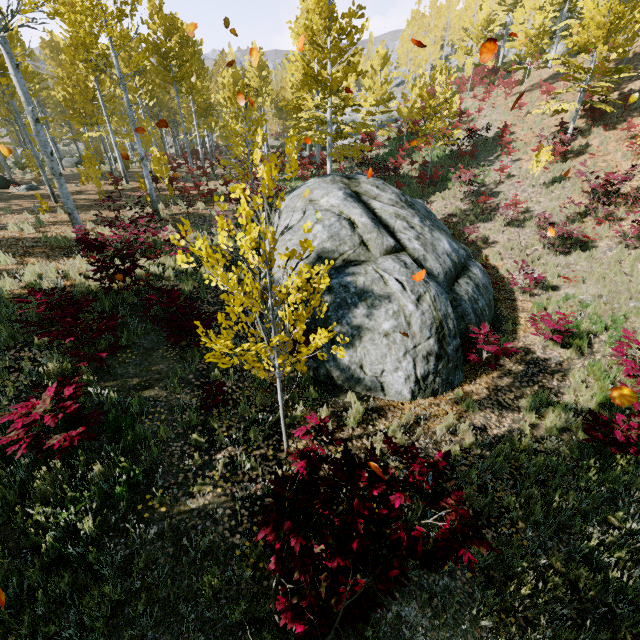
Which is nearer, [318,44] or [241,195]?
[241,195]

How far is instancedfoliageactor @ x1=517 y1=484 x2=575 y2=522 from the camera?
4.7 meters

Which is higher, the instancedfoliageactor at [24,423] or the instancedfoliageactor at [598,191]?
the instancedfoliageactor at [598,191]

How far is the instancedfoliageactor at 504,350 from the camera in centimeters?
721cm

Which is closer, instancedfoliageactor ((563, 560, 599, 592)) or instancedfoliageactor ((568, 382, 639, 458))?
instancedfoliageactor ((563, 560, 599, 592))
